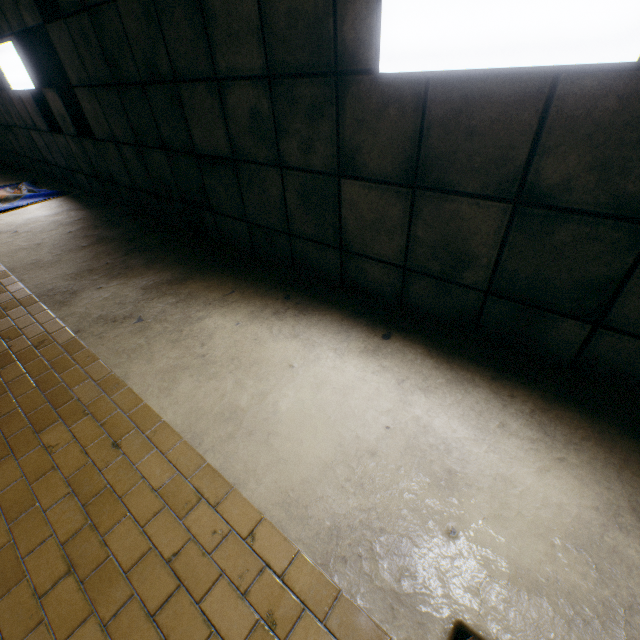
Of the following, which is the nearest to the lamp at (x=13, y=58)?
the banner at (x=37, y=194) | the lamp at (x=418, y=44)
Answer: the banner at (x=37, y=194)

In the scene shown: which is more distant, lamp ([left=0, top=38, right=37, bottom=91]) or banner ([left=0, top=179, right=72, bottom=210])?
banner ([left=0, top=179, right=72, bottom=210])

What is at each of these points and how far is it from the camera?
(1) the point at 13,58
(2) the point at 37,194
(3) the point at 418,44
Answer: (1) lamp, 5.3 meters
(2) banner, 6.5 meters
(3) lamp, 1.8 meters

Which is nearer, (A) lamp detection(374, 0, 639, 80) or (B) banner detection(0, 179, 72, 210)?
(A) lamp detection(374, 0, 639, 80)

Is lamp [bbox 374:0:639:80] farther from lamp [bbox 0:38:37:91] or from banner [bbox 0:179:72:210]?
banner [bbox 0:179:72:210]

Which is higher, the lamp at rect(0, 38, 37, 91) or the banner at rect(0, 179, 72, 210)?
the lamp at rect(0, 38, 37, 91)
